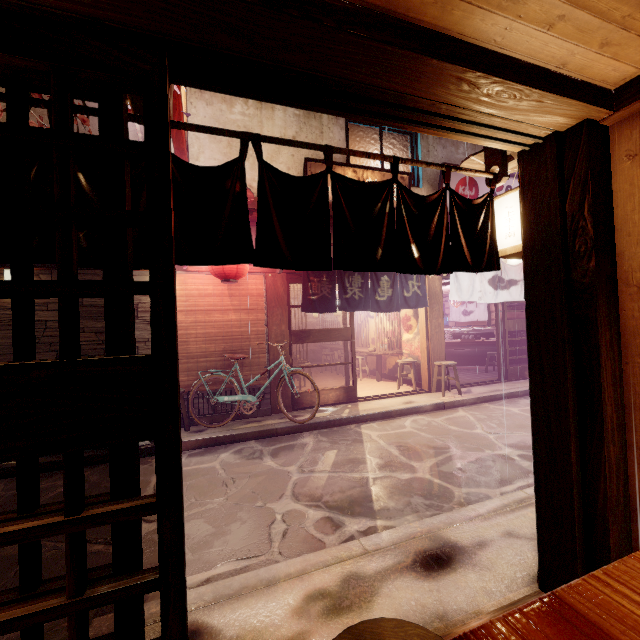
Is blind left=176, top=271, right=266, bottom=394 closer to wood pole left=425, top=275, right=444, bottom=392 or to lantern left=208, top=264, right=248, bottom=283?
lantern left=208, top=264, right=248, bottom=283

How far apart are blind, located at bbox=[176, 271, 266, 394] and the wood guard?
8.02m

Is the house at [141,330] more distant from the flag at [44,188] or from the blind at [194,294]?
the flag at [44,188]

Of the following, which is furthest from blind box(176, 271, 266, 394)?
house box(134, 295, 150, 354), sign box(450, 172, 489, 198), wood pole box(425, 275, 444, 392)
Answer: sign box(450, 172, 489, 198)

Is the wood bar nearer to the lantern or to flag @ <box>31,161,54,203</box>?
flag @ <box>31,161,54,203</box>

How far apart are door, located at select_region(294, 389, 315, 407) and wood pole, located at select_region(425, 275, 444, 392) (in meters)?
3.54

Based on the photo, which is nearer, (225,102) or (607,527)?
(607,527)

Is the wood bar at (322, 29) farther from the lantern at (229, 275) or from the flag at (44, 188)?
the lantern at (229, 275)
